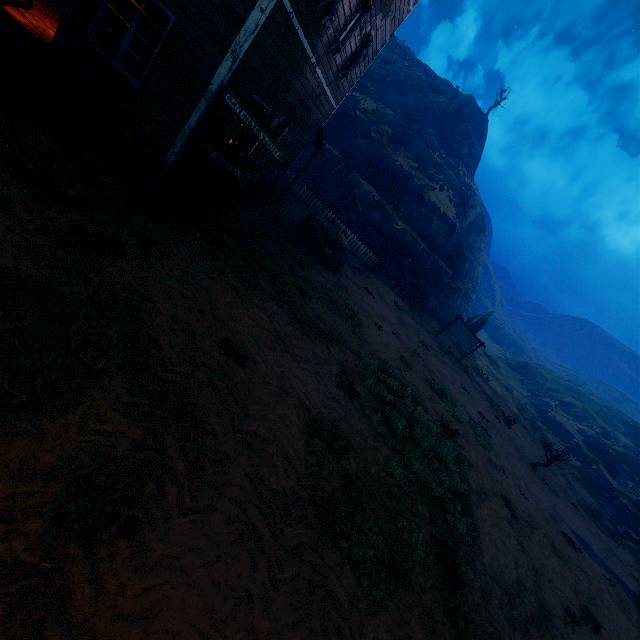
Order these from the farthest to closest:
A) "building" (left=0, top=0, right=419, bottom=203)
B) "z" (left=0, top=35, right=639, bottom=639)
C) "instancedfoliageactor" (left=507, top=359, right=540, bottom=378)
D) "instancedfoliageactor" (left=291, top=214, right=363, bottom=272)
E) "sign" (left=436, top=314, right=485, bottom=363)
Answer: "instancedfoliageactor" (left=507, top=359, right=540, bottom=378)
"sign" (left=436, top=314, right=485, bottom=363)
"instancedfoliageactor" (left=291, top=214, right=363, bottom=272)
"building" (left=0, top=0, right=419, bottom=203)
"z" (left=0, top=35, right=639, bottom=639)

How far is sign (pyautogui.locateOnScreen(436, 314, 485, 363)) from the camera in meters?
21.9

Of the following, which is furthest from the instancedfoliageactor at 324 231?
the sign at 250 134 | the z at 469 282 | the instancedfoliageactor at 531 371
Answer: the instancedfoliageactor at 531 371

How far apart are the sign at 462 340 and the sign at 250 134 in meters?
19.2

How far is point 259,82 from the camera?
7.6m

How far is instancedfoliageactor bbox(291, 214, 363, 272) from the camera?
14.5 meters

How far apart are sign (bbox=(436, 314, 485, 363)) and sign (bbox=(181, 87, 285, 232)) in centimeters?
1921cm

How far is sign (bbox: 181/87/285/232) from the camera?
6.5 meters
